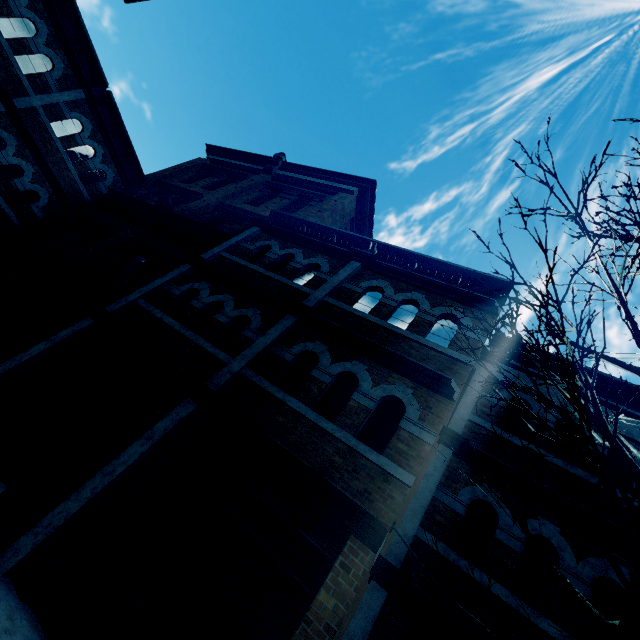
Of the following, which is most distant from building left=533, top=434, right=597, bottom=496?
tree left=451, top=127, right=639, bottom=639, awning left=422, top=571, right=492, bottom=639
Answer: tree left=451, top=127, right=639, bottom=639

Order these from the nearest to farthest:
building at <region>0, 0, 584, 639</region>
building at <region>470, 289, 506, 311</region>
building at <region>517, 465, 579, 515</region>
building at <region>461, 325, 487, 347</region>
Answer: building at <region>0, 0, 584, 639</region>
building at <region>517, 465, 579, 515</region>
building at <region>461, 325, 487, 347</region>
building at <region>470, 289, 506, 311</region>

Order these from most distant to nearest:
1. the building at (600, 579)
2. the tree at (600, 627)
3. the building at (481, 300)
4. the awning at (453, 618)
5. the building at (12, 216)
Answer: the building at (481, 300) < the building at (600, 579) < the building at (12, 216) < the awning at (453, 618) < the tree at (600, 627)

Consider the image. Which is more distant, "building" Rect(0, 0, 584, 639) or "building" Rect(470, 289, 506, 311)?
"building" Rect(470, 289, 506, 311)

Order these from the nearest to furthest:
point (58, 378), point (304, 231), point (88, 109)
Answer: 1. point (58, 378)
2. point (304, 231)
3. point (88, 109)

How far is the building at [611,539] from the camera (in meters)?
5.30

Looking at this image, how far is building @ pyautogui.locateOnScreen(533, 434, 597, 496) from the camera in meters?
6.2 m
